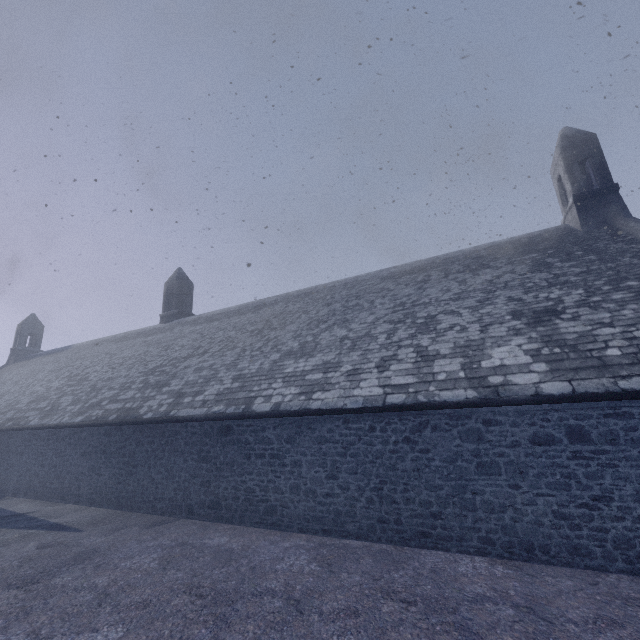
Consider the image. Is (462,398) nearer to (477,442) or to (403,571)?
(477,442)
